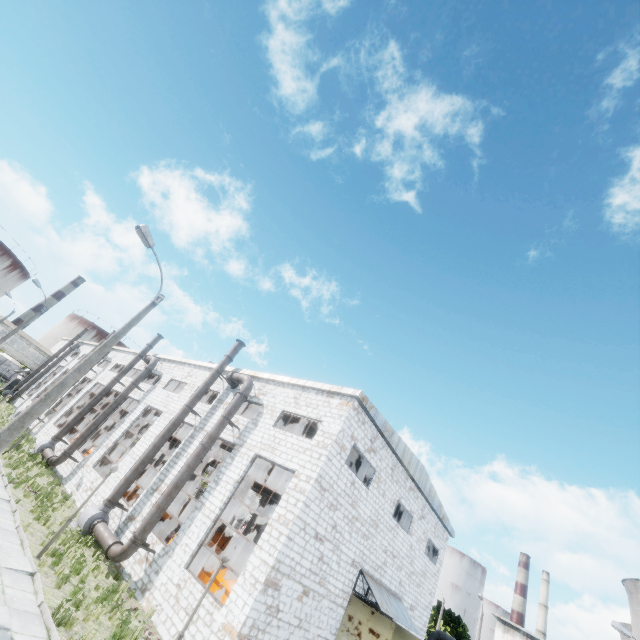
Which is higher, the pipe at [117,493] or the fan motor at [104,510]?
the pipe at [117,493]

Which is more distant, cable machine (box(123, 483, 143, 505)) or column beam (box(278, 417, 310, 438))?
column beam (box(278, 417, 310, 438))

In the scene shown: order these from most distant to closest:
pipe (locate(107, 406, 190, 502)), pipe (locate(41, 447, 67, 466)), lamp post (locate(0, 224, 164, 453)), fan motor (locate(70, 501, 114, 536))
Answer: pipe (locate(41, 447, 67, 466)) < pipe (locate(107, 406, 190, 502)) < fan motor (locate(70, 501, 114, 536)) < lamp post (locate(0, 224, 164, 453))

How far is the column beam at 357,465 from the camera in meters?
23.1 m

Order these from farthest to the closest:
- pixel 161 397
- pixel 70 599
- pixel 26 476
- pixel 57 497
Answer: pixel 161 397 → pixel 57 497 → pixel 26 476 → pixel 70 599

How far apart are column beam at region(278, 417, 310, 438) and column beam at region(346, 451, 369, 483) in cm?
411

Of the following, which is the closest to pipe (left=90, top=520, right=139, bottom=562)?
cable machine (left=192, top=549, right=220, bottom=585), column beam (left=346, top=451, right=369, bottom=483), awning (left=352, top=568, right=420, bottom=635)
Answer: column beam (left=346, top=451, right=369, bottom=483)

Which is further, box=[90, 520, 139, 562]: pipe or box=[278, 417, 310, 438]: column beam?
box=[278, 417, 310, 438]: column beam
